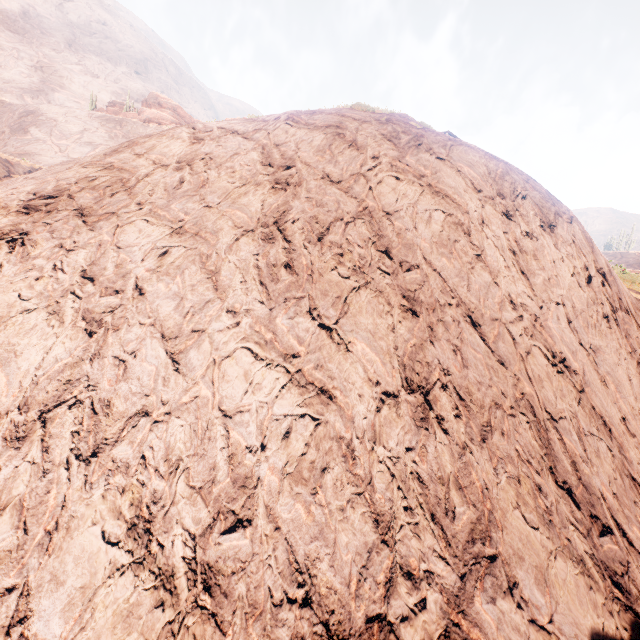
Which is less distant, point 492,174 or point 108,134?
point 492,174

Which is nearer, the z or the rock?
the z

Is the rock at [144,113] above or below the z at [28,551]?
above

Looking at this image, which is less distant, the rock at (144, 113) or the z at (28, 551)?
the z at (28, 551)

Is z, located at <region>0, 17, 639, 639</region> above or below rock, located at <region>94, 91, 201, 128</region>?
below

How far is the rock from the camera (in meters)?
45.53
